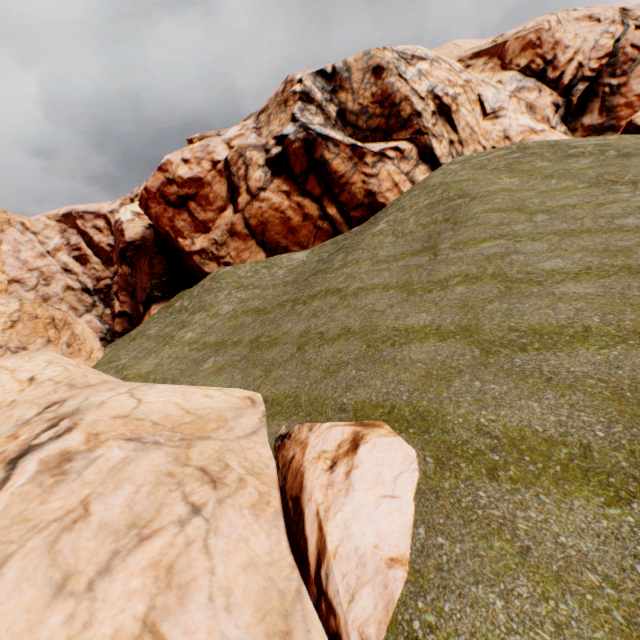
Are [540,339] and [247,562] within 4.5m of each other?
no
